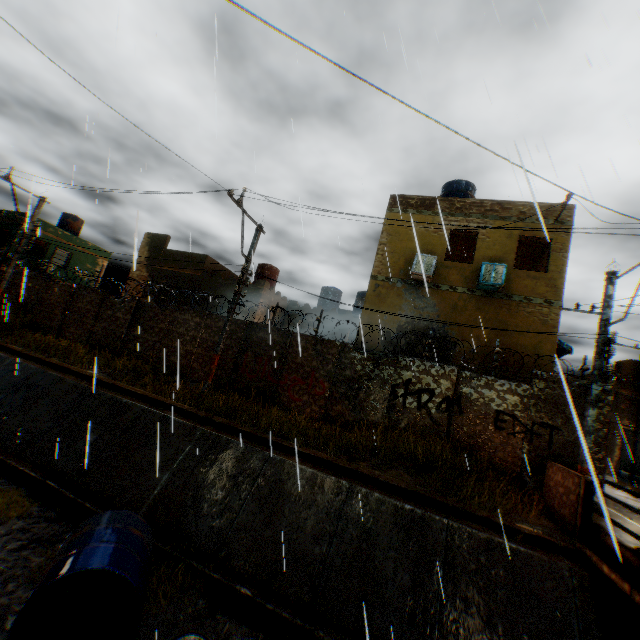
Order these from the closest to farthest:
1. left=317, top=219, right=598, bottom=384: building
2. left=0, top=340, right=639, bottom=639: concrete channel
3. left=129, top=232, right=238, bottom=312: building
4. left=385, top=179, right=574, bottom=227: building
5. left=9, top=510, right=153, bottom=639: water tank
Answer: left=9, top=510, right=153, bottom=639: water tank < left=0, top=340, right=639, bottom=639: concrete channel < left=317, top=219, right=598, bottom=384: building < left=385, top=179, right=574, bottom=227: building < left=129, top=232, right=238, bottom=312: building

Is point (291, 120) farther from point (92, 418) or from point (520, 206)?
point (520, 206)

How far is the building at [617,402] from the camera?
23.5m

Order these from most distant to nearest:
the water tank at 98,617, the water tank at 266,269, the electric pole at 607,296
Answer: the water tank at 266,269 → the electric pole at 607,296 → the water tank at 98,617

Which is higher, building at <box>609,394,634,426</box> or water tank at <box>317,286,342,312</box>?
water tank at <box>317,286,342,312</box>

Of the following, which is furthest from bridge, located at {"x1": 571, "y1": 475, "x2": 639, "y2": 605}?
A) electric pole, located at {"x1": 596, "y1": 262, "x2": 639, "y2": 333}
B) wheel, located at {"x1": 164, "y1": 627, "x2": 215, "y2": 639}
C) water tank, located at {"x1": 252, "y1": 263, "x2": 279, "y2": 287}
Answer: water tank, located at {"x1": 252, "y1": 263, "x2": 279, "y2": 287}

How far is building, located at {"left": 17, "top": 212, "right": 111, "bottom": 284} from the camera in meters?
24.5 m
